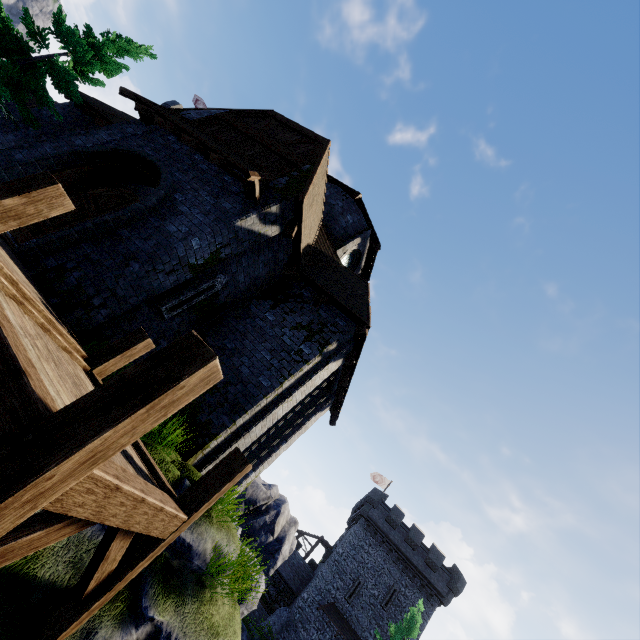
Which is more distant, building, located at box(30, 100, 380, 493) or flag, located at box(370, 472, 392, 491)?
flag, located at box(370, 472, 392, 491)

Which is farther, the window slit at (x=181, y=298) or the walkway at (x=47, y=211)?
the window slit at (x=181, y=298)

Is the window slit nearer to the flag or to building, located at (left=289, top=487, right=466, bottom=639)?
building, located at (left=289, top=487, right=466, bottom=639)

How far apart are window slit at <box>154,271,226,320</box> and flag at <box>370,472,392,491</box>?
41.0 meters

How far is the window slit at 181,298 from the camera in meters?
7.8

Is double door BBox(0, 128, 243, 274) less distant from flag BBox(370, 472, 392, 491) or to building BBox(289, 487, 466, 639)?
building BBox(289, 487, 466, 639)

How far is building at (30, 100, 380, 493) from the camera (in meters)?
6.69

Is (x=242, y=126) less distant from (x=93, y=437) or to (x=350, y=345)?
(x=350, y=345)
